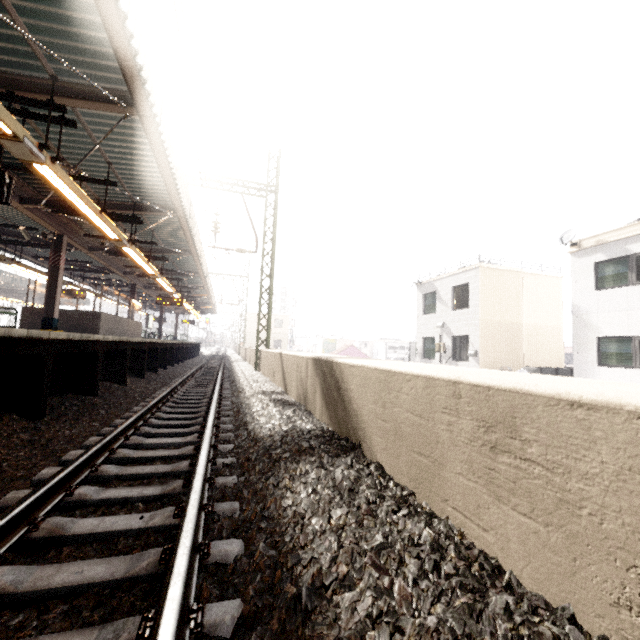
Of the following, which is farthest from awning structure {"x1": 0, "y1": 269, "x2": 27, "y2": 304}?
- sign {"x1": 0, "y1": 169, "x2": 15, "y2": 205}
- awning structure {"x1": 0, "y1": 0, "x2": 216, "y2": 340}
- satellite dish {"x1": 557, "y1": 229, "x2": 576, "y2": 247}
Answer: satellite dish {"x1": 557, "y1": 229, "x2": 576, "y2": 247}

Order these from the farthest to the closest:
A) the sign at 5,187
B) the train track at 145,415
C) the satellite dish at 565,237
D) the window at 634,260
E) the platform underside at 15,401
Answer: the satellite dish at 565,237 < the window at 634,260 < the sign at 5,187 < the platform underside at 15,401 < the train track at 145,415

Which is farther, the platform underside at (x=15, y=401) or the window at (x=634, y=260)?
the window at (x=634, y=260)

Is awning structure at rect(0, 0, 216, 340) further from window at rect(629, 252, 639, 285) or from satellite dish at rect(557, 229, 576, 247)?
window at rect(629, 252, 639, 285)

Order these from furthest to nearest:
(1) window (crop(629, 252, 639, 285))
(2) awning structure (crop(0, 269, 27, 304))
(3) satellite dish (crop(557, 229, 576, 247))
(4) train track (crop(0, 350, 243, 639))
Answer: → (2) awning structure (crop(0, 269, 27, 304)), (3) satellite dish (crop(557, 229, 576, 247)), (1) window (crop(629, 252, 639, 285)), (4) train track (crop(0, 350, 243, 639))

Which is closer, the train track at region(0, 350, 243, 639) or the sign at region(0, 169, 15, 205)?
the train track at region(0, 350, 243, 639)

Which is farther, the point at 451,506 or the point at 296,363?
the point at 296,363

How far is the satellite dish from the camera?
13.4m
